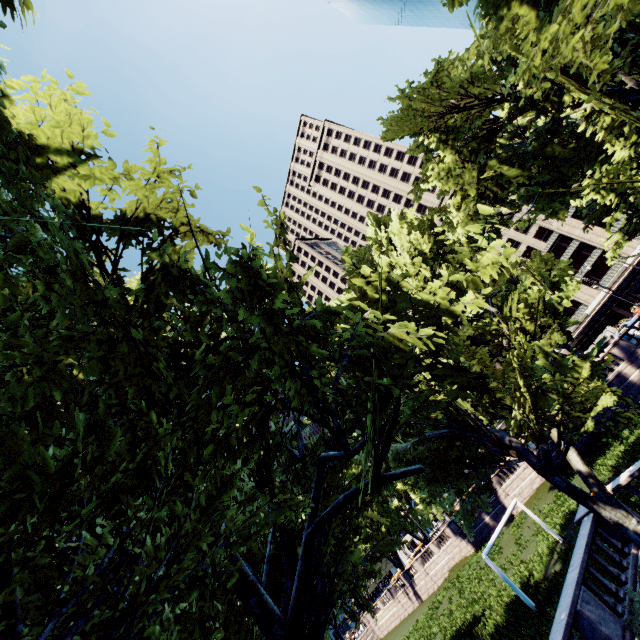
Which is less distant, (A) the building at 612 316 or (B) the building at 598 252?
(B) the building at 598 252

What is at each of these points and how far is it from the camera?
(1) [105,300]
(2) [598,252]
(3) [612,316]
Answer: (1) tree, 6.7 meters
(2) building, 59.5 meters
(3) building, 59.4 meters

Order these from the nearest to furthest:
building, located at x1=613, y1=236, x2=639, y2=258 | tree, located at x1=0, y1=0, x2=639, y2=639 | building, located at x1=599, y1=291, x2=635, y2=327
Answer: tree, located at x1=0, y1=0, x2=639, y2=639, building, located at x1=613, y1=236, x2=639, y2=258, building, located at x1=599, y1=291, x2=635, y2=327

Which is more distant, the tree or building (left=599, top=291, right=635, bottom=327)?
building (left=599, top=291, right=635, bottom=327)

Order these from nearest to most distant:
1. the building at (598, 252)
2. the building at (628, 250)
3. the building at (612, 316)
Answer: the building at (628, 250), the building at (598, 252), the building at (612, 316)

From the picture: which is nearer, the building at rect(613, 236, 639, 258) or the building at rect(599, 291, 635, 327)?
the building at rect(613, 236, 639, 258)

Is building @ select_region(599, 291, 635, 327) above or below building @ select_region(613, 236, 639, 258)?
below
